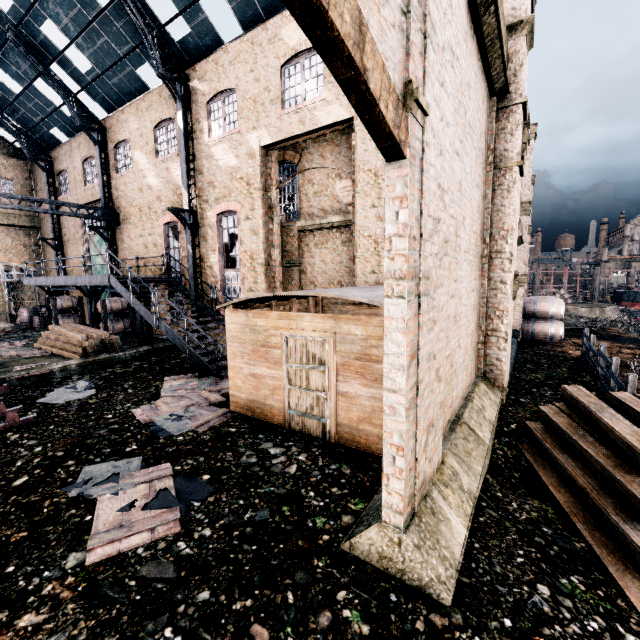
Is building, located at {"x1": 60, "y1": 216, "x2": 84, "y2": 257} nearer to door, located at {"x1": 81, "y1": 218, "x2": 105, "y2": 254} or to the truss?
door, located at {"x1": 81, "y1": 218, "x2": 105, "y2": 254}

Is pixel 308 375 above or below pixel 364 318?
below

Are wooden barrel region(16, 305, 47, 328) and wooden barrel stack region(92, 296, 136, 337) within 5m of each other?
no

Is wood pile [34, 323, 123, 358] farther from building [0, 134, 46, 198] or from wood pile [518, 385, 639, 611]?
building [0, 134, 46, 198]

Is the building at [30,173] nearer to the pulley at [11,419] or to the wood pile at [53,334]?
the wood pile at [53,334]

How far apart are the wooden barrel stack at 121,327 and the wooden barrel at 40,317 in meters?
9.8 m

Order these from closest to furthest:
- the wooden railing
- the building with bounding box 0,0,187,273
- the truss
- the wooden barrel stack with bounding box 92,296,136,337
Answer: the wooden railing
the truss
the building with bounding box 0,0,187,273
the wooden barrel stack with bounding box 92,296,136,337

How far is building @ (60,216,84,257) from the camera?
23.8m
